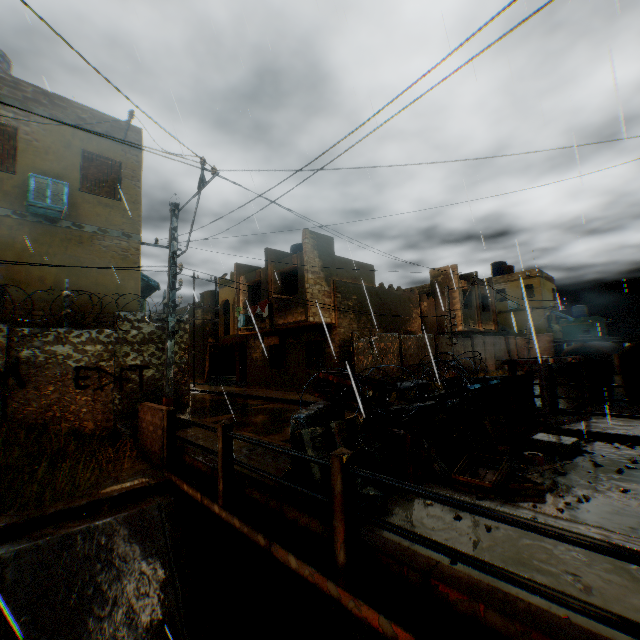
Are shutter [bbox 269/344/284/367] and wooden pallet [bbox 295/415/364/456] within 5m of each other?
no

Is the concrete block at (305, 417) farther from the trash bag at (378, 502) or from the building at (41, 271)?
the building at (41, 271)

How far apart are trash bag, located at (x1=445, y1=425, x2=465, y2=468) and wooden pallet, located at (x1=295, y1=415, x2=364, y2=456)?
0.75m

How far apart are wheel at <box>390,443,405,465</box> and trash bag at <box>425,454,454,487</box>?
0.0 meters

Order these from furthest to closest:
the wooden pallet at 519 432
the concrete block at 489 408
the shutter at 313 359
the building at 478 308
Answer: the building at 478 308 → the shutter at 313 359 → the concrete block at 489 408 → the wooden pallet at 519 432

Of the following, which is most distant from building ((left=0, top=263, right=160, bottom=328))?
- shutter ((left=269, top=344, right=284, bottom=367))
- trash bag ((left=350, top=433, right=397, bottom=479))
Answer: trash bag ((left=350, top=433, right=397, bottom=479))

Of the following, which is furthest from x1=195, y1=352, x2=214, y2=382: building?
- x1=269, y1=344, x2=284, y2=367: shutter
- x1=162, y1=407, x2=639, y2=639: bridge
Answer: x1=162, y1=407, x2=639, y2=639: bridge

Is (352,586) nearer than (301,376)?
Yes
